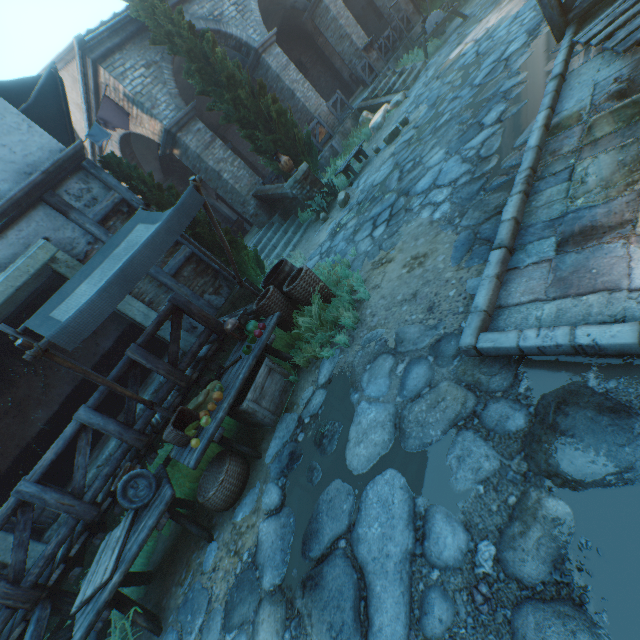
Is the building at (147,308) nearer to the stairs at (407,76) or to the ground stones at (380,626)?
the ground stones at (380,626)

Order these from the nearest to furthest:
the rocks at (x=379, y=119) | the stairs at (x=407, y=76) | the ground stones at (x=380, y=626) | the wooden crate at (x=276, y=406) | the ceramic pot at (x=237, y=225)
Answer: the ground stones at (x=380, y=626)
the wooden crate at (x=276, y=406)
the rocks at (x=379, y=119)
the stairs at (x=407, y=76)
the ceramic pot at (x=237, y=225)

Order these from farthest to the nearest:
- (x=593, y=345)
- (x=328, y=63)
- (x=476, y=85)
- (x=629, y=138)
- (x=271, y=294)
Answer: (x=328, y=63) < (x=476, y=85) < (x=271, y=294) < (x=629, y=138) < (x=593, y=345)

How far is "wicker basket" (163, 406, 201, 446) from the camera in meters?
3.9

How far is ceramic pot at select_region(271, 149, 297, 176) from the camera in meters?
9.2 m

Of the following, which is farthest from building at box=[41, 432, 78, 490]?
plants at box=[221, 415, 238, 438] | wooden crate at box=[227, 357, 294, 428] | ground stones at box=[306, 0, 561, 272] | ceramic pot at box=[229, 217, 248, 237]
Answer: ceramic pot at box=[229, 217, 248, 237]

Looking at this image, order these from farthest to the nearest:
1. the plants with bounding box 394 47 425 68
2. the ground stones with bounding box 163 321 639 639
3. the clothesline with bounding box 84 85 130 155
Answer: the plants with bounding box 394 47 425 68
the clothesline with bounding box 84 85 130 155
the ground stones with bounding box 163 321 639 639

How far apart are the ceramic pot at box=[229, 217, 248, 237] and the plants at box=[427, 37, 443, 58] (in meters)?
9.37
